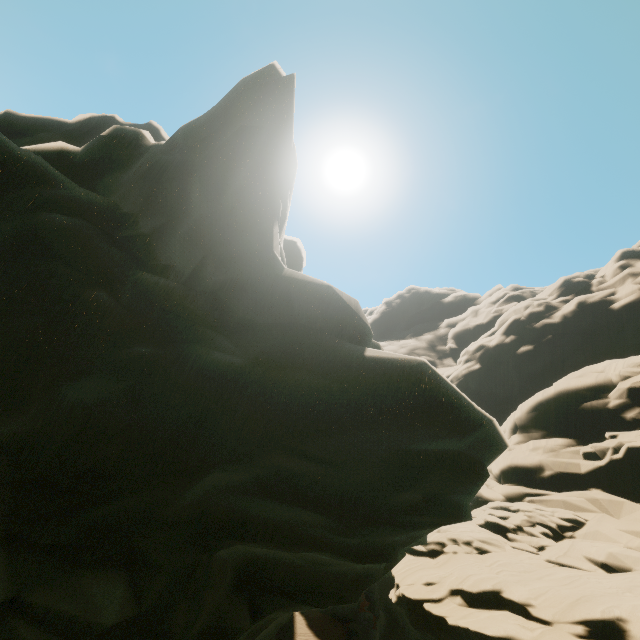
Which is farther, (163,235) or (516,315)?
(516,315)
